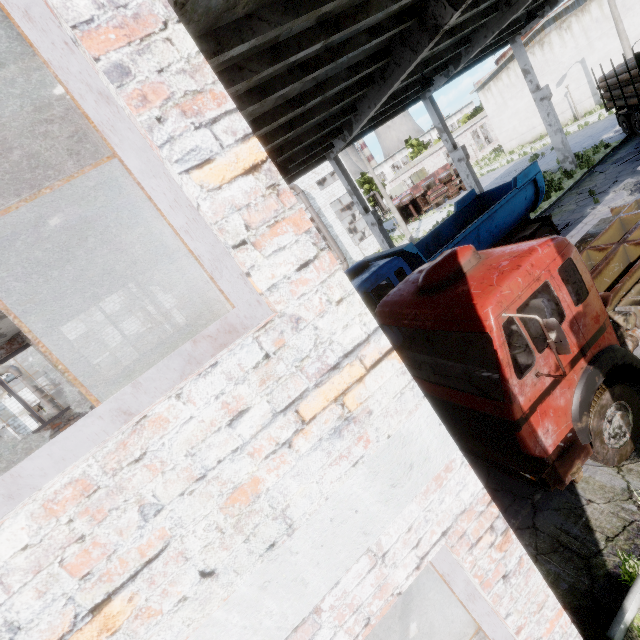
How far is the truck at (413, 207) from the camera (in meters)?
33.88

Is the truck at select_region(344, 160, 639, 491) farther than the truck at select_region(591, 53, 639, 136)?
No

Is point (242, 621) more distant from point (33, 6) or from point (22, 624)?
point (33, 6)

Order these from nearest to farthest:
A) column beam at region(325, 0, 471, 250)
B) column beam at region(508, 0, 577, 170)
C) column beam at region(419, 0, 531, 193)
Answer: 1. column beam at region(325, 0, 471, 250)
2. column beam at region(419, 0, 531, 193)
3. column beam at region(508, 0, 577, 170)

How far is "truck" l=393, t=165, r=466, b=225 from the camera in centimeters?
3388cm

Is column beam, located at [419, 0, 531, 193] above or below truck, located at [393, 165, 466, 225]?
above

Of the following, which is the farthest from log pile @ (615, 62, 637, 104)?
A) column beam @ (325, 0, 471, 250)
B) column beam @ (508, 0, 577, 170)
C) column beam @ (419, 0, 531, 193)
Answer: column beam @ (325, 0, 471, 250)

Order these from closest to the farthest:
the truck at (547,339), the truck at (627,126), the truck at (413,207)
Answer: the truck at (547,339)
the truck at (627,126)
the truck at (413,207)
